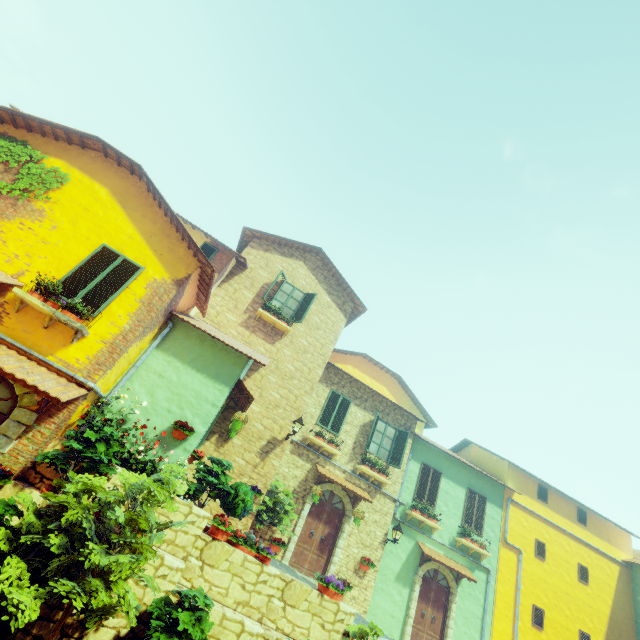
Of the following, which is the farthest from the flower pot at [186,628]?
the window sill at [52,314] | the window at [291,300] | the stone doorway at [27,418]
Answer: the window at [291,300]

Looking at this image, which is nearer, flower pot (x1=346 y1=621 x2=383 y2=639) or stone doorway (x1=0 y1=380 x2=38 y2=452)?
stone doorway (x1=0 y1=380 x2=38 y2=452)

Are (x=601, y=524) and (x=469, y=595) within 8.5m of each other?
no

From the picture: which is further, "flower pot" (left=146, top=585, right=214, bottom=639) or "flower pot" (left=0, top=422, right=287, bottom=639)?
"flower pot" (left=146, top=585, right=214, bottom=639)

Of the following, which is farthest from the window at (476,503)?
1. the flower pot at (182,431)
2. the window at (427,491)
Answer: the flower pot at (182,431)

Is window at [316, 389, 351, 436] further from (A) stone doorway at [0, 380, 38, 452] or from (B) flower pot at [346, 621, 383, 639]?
(A) stone doorway at [0, 380, 38, 452]

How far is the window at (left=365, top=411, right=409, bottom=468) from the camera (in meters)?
13.64

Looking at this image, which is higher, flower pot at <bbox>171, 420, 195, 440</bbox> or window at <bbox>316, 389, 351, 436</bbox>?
window at <bbox>316, 389, 351, 436</bbox>
